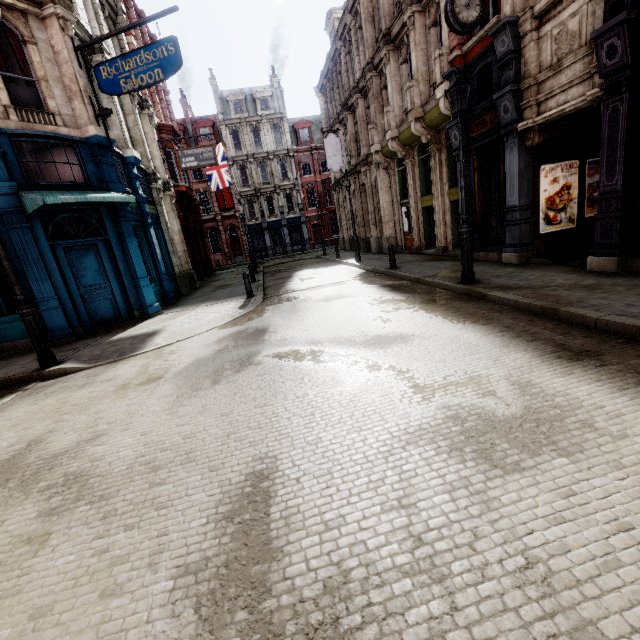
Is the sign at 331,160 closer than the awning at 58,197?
No

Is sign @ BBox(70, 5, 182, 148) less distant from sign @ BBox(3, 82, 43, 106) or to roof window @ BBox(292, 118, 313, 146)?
sign @ BBox(3, 82, 43, 106)

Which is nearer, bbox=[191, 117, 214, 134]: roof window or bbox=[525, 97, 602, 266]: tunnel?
bbox=[525, 97, 602, 266]: tunnel

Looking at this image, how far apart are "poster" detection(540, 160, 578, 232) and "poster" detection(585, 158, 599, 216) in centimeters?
30cm

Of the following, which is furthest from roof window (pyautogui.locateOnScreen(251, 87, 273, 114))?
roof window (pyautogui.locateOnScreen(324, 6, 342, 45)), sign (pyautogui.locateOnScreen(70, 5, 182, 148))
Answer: sign (pyautogui.locateOnScreen(70, 5, 182, 148))

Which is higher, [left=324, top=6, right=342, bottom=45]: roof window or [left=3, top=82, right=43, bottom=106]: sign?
[left=324, top=6, right=342, bottom=45]: roof window

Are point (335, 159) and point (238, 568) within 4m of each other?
no

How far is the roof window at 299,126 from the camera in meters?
40.1 m
